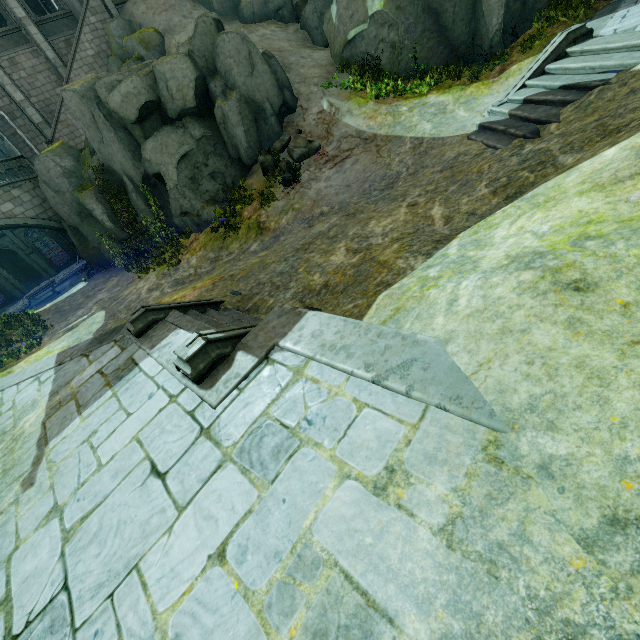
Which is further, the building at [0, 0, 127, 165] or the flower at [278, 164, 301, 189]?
the building at [0, 0, 127, 165]

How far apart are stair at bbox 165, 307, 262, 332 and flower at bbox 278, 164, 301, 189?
7.9m

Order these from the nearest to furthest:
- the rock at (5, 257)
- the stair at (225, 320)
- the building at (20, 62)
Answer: the stair at (225, 320), the building at (20, 62), the rock at (5, 257)

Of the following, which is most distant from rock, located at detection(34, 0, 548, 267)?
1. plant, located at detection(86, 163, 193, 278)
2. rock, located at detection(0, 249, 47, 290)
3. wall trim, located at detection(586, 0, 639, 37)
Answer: wall trim, located at detection(586, 0, 639, 37)

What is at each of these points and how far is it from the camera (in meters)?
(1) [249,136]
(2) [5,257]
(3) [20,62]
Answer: (1) rock, 14.52
(2) rock, 35.38
(3) building, 19.83

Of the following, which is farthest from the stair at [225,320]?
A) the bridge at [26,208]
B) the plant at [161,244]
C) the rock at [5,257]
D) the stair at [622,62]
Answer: the bridge at [26,208]

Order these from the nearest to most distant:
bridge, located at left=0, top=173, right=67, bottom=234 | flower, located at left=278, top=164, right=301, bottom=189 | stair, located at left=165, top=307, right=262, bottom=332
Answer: stair, located at left=165, top=307, right=262, bottom=332 → flower, located at left=278, top=164, right=301, bottom=189 → bridge, located at left=0, top=173, right=67, bottom=234

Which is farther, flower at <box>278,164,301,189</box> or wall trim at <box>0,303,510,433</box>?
flower at <box>278,164,301,189</box>
